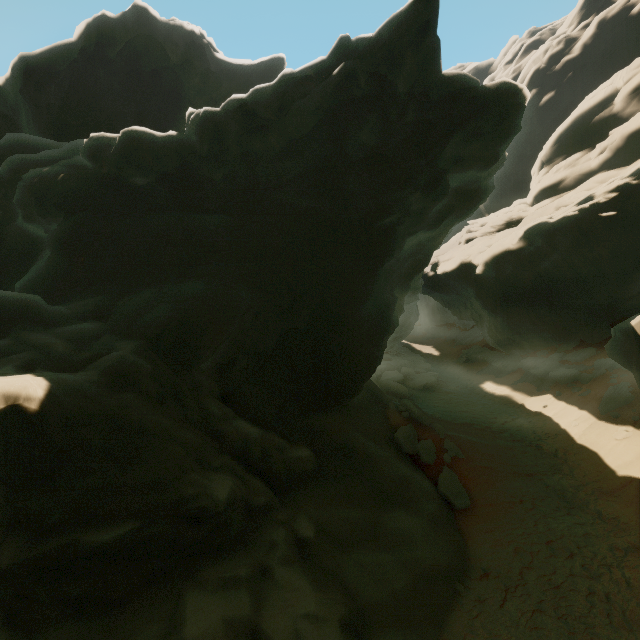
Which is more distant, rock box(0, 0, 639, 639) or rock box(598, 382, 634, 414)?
rock box(598, 382, 634, 414)

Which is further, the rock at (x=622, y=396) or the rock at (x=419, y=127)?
the rock at (x=622, y=396)

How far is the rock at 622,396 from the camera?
15.1m

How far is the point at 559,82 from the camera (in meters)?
42.34

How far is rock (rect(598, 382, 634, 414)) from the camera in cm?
1513
